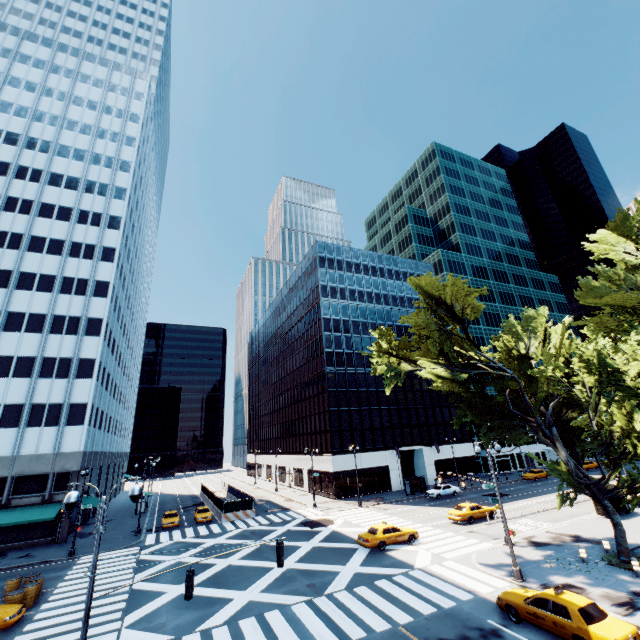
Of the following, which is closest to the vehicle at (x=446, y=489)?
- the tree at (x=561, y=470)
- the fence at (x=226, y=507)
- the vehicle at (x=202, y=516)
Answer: the tree at (x=561, y=470)

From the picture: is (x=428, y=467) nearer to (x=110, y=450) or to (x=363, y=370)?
(x=363, y=370)

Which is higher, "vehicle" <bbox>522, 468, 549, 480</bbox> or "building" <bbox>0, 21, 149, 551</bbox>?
"building" <bbox>0, 21, 149, 551</bbox>

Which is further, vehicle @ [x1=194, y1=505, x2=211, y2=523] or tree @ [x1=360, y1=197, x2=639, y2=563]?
vehicle @ [x1=194, y1=505, x2=211, y2=523]

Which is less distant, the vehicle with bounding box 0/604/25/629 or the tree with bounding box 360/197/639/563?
the tree with bounding box 360/197/639/563

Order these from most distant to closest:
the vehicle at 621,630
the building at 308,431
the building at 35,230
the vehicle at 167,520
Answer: the building at 308,431
the vehicle at 167,520
the building at 35,230
the vehicle at 621,630

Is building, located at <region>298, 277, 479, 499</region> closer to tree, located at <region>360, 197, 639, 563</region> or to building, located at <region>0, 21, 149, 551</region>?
tree, located at <region>360, 197, 639, 563</region>

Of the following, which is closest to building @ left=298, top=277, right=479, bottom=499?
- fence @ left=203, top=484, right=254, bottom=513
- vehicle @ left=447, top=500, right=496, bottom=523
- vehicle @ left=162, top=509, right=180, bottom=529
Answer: fence @ left=203, top=484, right=254, bottom=513
